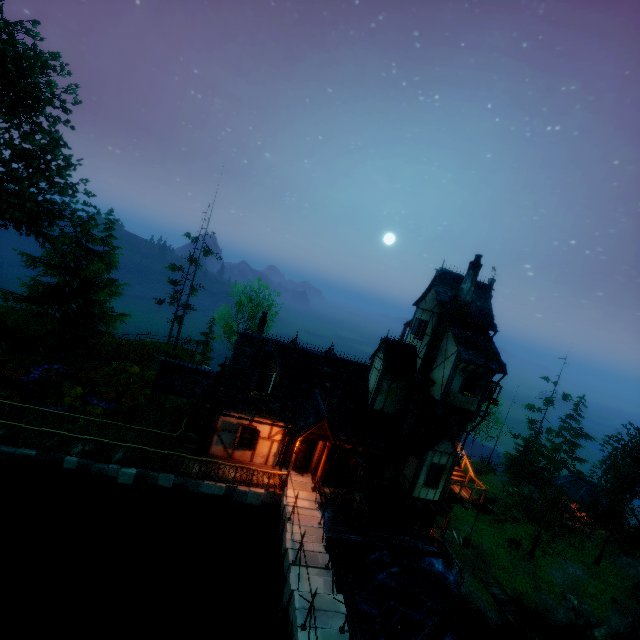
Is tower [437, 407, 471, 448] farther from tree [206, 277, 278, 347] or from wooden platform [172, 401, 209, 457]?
tree [206, 277, 278, 347]

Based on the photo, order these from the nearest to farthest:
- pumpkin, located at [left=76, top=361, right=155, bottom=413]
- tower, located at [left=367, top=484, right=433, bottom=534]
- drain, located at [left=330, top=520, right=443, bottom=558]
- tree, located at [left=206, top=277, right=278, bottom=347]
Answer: drain, located at [left=330, top=520, right=443, bottom=558] → tower, located at [left=367, top=484, right=433, bottom=534] → pumpkin, located at [left=76, top=361, right=155, bottom=413] → tree, located at [left=206, top=277, right=278, bottom=347]

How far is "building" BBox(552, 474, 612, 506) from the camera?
36.8m

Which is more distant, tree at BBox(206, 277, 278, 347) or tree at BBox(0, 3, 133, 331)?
tree at BBox(206, 277, 278, 347)

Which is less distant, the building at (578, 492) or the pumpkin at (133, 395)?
the pumpkin at (133, 395)

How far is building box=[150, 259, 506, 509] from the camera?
17.4m

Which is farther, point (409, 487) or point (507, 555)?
point (507, 555)

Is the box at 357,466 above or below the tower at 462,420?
below
